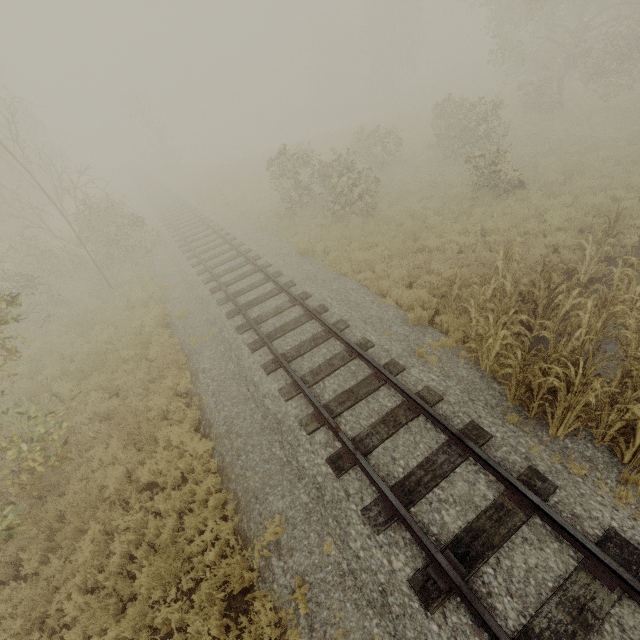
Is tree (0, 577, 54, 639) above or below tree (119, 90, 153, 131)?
below

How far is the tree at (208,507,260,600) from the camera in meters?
4.8 m

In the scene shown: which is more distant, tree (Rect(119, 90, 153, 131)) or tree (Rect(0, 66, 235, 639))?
tree (Rect(119, 90, 153, 131))

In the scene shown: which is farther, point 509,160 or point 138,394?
point 509,160

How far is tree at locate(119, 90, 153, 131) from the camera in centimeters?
3448cm

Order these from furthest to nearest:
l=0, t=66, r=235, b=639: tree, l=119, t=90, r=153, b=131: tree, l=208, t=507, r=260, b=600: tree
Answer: l=119, t=90, r=153, b=131: tree
l=0, t=66, r=235, b=639: tree
l=208, t=507, r=260, b=600: tree

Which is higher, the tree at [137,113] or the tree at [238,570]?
the tree at [137,113]

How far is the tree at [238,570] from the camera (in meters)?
4.84
